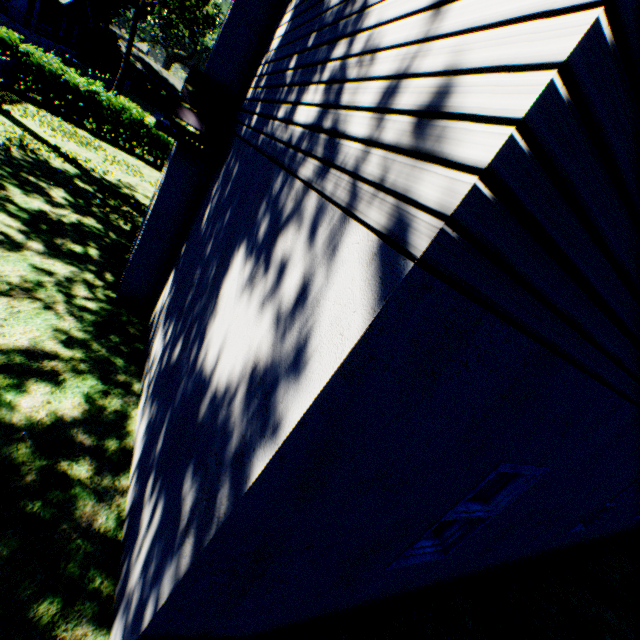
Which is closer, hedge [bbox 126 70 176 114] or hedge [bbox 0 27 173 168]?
hedge [bbox 0 27 173 168]

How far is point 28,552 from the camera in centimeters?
258cm

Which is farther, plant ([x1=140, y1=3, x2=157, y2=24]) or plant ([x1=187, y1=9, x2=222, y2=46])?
plant ([x1=187, y1=9, x2=222, y2=46])

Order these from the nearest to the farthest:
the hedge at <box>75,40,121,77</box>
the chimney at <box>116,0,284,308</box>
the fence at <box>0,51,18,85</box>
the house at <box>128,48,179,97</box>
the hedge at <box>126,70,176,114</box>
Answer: the chimney at <box>116,0,284,308</box>
the fence at <box>0,51,18,85</box>
the hedge at <box>75,40,121,77</box>
the hedge at <box>126,70,176,114</box>
the house at <box>128,48,179,97</box>

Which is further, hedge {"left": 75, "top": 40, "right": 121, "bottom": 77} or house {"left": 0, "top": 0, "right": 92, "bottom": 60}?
hedge {"left": 75, "top": 40, "right": 121, "bottom": 77}

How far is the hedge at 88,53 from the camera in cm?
4500

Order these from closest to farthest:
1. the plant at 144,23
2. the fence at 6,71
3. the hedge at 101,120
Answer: the fence at 6,71
the hedge at 101,120
the plant at 144,23

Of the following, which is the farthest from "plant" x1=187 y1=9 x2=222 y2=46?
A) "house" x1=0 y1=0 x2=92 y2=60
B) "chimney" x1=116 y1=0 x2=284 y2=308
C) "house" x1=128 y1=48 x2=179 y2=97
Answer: "chimney" x1=116 y1=0 x2=284 y2=308
